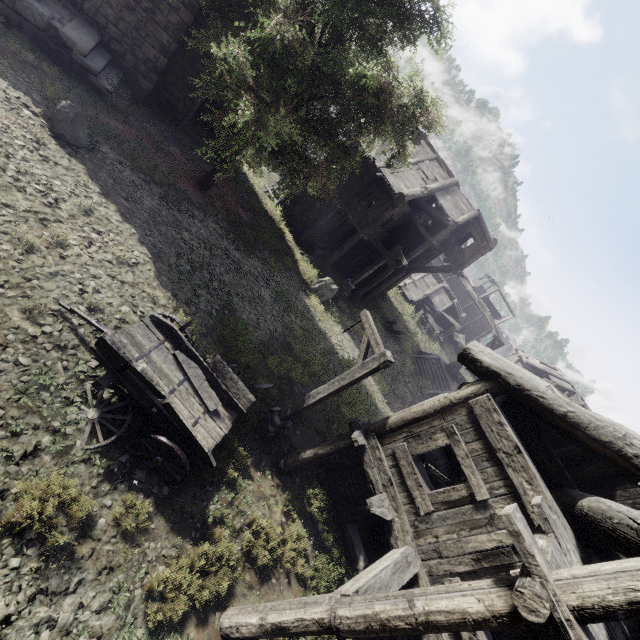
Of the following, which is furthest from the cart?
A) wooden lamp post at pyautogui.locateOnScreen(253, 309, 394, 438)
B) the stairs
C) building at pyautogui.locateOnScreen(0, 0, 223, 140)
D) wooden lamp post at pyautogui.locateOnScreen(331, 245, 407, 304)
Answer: the stairs

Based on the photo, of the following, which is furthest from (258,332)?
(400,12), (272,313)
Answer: (400,12)

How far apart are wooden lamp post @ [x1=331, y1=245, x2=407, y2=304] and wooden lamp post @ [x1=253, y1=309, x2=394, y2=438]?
10.18m

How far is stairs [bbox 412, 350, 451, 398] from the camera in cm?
2419

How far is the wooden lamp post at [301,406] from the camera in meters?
7.4 m

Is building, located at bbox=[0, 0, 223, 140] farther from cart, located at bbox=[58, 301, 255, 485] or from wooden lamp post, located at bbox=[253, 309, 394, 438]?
cart, located at bbox=[58, 301, 255, 485]

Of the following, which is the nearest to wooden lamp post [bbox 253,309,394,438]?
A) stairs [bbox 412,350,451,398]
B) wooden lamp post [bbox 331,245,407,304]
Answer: wooden lamp post [bbox 331,245,407,304]

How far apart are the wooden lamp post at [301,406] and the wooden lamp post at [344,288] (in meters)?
10.18
